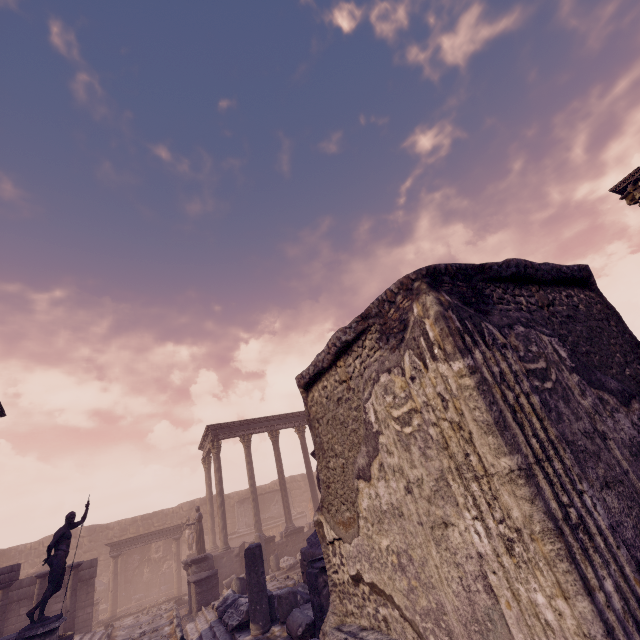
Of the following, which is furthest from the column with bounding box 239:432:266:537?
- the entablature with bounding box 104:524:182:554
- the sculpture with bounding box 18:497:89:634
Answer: the sculpture with bounding box 18:497:89:634

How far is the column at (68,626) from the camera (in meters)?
11.98

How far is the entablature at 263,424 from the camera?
19.4 meters

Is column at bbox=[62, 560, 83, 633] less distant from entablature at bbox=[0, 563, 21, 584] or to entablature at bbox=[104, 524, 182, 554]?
entablature at bbox=[0, 563, 21, 584]

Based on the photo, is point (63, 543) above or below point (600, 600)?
above

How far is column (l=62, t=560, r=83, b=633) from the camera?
12.0 meters

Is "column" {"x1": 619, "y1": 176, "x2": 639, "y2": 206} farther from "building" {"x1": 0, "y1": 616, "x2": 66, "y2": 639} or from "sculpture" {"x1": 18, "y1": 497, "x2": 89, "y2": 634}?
"sculpture" {"x1": 18, "y1": 497, "x2": 89, "y2": 634}

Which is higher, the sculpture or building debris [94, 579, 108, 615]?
the sculpture
